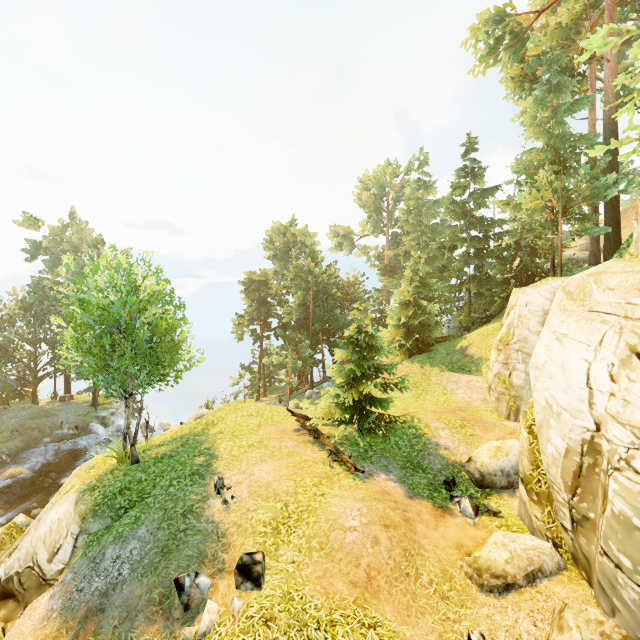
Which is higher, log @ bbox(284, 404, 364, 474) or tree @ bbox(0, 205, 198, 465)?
tree @ bbox(0, 205, 198, 465)

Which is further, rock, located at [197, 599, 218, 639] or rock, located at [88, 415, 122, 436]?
rock, located at [88, 415, 122, 436]

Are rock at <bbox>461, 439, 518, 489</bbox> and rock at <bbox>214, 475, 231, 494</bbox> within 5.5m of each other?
no

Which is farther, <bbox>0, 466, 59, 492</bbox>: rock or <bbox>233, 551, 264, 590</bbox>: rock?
<bbox>0, 466, 59, 492</bbox>: rock

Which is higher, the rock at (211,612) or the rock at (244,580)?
the rock at (244,580)

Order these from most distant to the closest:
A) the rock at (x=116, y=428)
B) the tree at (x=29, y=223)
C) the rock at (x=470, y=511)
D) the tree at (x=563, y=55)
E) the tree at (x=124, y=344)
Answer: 1. the tree at (x=29, y=223)
2. the rock at (x=116, y=428)
3. the tree at (x=563, y=55)
4. the tree at (x=124, y=344)
5. the rock at (x=470, y=511)

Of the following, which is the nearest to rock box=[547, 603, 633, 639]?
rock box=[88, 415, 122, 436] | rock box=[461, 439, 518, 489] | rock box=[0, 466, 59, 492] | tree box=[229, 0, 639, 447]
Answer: rock box=[461, 439, 518, 489]

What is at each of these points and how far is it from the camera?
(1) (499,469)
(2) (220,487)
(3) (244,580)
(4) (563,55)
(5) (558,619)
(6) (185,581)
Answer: (1) rock, 11.7 meters
(2) rock, 10.5 meters
(3) rock, 7.3 meters
(4) tree, 20.2 meters
(5) rock, 5.6 meters
(6) rock, 7.4 meters
